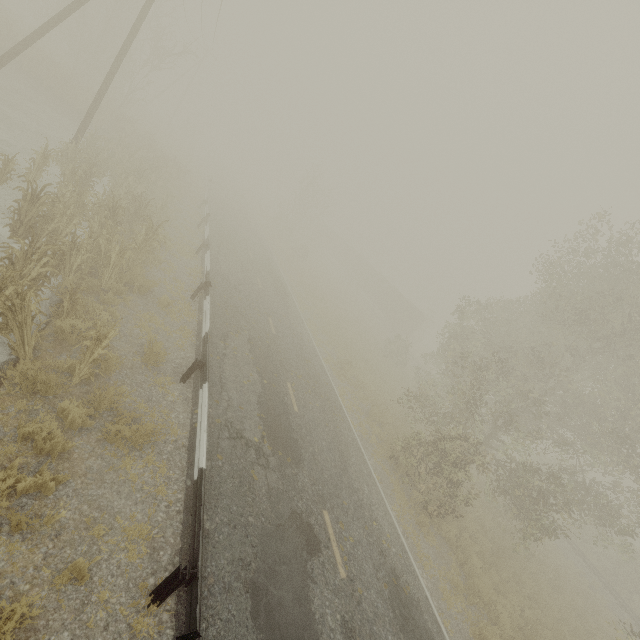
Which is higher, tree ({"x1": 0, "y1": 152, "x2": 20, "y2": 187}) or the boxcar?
the boxcar

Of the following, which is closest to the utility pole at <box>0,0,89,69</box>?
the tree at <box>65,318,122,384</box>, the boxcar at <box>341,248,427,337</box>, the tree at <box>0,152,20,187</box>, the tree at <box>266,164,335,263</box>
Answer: the tree at <box>0,152,20,187</box>

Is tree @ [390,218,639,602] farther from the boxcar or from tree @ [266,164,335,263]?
tree @ [266,164,335,263]

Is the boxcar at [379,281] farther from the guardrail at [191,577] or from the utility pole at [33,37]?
→ the utility pole at [33,37]

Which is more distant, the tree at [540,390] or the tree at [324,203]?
the tree at [324,203]

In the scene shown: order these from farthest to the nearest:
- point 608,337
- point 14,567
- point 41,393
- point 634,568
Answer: point 634,568
point 608,337
point 41,393
point 14,567

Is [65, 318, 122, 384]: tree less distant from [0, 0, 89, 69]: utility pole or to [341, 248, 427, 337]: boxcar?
[0, 0, 89, 69]: utility pole

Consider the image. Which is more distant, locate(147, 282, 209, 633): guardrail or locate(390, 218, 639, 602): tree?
locate(390, 218, 639, 602): tree
